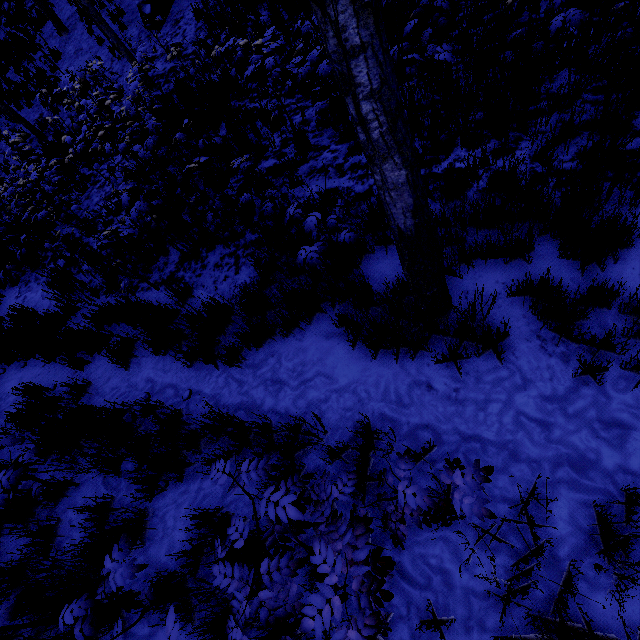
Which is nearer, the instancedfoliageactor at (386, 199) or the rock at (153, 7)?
the instancedfoliageactor at (386, 199)

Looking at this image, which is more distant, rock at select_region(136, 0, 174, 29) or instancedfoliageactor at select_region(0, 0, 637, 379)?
rock at select_region(136, 0, 174, 29)

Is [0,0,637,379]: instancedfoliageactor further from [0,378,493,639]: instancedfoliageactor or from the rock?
the rock

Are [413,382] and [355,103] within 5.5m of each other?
yes

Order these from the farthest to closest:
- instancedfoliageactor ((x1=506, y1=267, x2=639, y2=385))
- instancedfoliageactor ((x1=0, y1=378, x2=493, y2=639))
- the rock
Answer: the rock < instancedfoliageactor ((x1=506, y1=267, x2=639, y2=385)) < instancedfoliageactor ((x1=0, y1=378, x2=493, y2=639))

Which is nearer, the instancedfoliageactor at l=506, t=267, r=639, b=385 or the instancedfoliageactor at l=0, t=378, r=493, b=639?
the instancedfoliageactor at l=0, t=378, r=493, b=639

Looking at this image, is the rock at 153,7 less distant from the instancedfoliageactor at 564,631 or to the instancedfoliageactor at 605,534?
the instancedfoliageactor at 605,534
